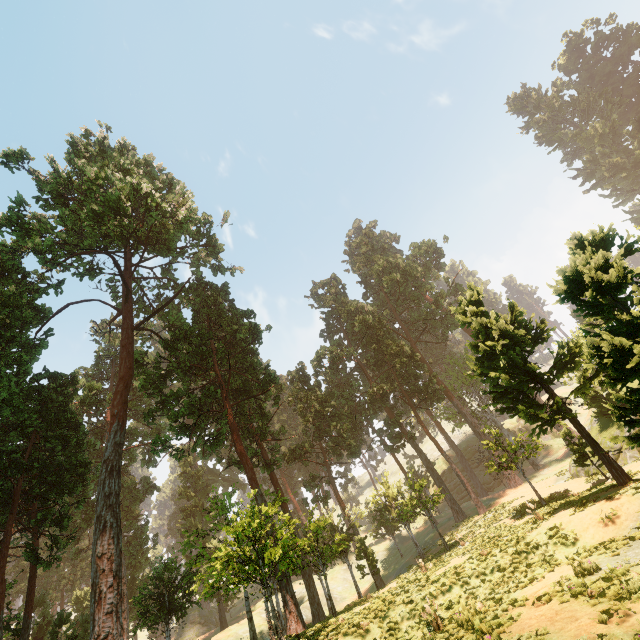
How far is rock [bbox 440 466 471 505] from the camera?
48.84m

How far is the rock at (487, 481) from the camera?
48.5 meters

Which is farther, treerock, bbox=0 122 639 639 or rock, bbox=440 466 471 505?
rock, bbox=440 466 471 505

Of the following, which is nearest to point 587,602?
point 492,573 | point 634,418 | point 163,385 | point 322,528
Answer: point 492,573

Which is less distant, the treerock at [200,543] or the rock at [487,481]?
the treerock at [200,543]
